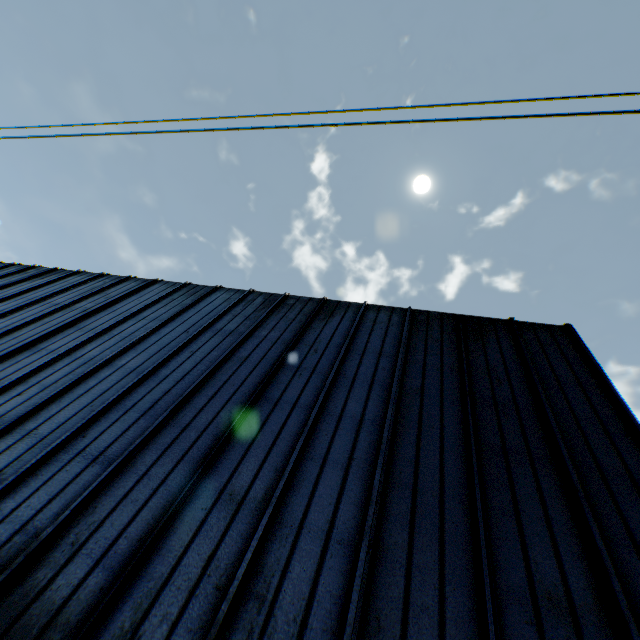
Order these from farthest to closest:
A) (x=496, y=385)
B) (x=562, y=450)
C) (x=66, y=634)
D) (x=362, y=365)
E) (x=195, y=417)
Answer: (x=362, y=365) < (x=496, y=385) < (x=195, y=417) < (x=562, y=450) < (x=66, y=634)
